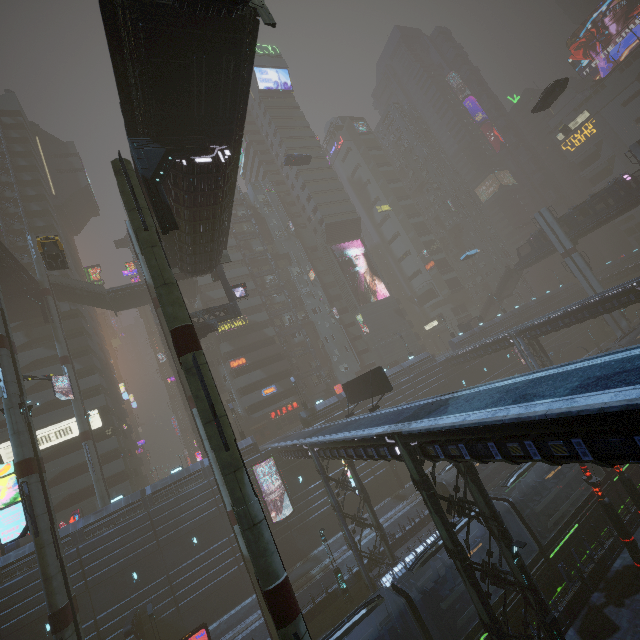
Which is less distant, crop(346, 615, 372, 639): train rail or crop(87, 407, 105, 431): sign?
crop(346, 615, 372, 639): train rail

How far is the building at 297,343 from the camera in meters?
56.9 m

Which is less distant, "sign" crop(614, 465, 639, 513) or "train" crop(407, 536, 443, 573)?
"train" crop(407, 536, 443, 573)

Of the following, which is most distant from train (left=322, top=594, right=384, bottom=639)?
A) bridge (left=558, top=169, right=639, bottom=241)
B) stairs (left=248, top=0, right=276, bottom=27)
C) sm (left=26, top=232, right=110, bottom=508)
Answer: bridge (left=558, top=169, right=639, bottom=241)

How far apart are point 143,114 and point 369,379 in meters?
22.0 m

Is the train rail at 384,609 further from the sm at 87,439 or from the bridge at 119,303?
the bridge at 119,303

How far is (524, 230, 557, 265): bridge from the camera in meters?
56.0 m

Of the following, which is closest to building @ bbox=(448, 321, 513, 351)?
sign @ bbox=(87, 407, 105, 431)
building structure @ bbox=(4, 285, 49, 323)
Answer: sign @ bbox=(87, 407, 105, 431)
